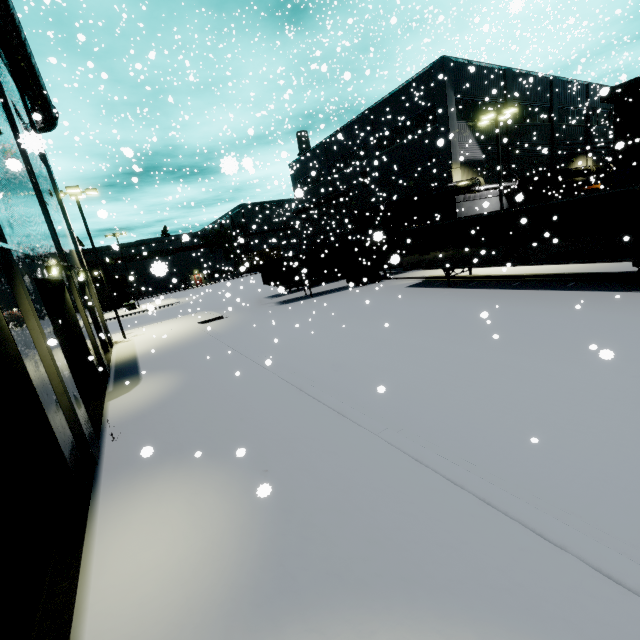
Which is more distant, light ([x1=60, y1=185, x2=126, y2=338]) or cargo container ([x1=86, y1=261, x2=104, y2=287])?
cargo container ([x1=86, y1=261, x2=104, y2=287])

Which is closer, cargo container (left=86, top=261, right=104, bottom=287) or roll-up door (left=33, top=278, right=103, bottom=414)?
roll-up door (left=33, top=278, right=103, bottom=414)

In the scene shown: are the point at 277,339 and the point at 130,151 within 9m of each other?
yes

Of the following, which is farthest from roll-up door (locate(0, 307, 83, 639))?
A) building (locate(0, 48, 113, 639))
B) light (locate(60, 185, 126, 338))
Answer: light (locate(60, 185, 126, 338))

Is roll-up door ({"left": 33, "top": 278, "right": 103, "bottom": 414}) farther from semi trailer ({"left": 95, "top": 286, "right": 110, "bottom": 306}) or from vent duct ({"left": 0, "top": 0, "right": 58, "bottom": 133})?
vent duct ({"left": 0, "top": 0, "right": 58, "bottom": 133})

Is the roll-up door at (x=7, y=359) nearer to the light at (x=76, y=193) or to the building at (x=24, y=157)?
the building at (x=24, y=157)

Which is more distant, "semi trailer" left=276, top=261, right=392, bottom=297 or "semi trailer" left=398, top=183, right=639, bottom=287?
"semi trailer" left=276, top=261, right=392, bottom=297

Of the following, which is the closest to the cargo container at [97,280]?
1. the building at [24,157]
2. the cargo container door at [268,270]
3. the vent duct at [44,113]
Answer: the cargo container door at [268,270]
